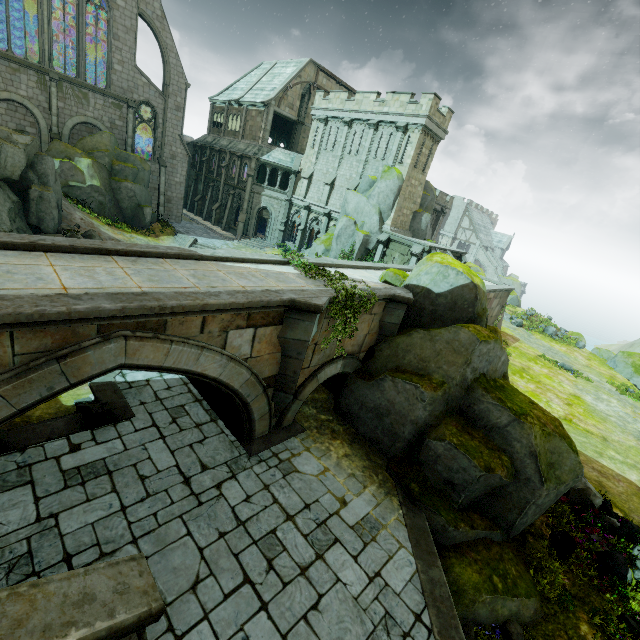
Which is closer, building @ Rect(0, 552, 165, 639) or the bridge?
building @ Rect(0, 552, 165, 639)

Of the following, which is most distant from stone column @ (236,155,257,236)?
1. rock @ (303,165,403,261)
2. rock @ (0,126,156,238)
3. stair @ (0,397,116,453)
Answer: stair @ (0,397,116,453)

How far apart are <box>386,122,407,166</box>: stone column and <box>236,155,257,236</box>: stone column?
14.8 meters

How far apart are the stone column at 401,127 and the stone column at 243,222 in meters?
14.8 m

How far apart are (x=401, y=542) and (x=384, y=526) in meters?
0.5 m

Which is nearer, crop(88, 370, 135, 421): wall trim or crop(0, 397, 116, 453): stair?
crop(0, 397, 116, 453): stair

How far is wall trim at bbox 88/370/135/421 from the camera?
9.81m

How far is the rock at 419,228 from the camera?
30.8 meters
